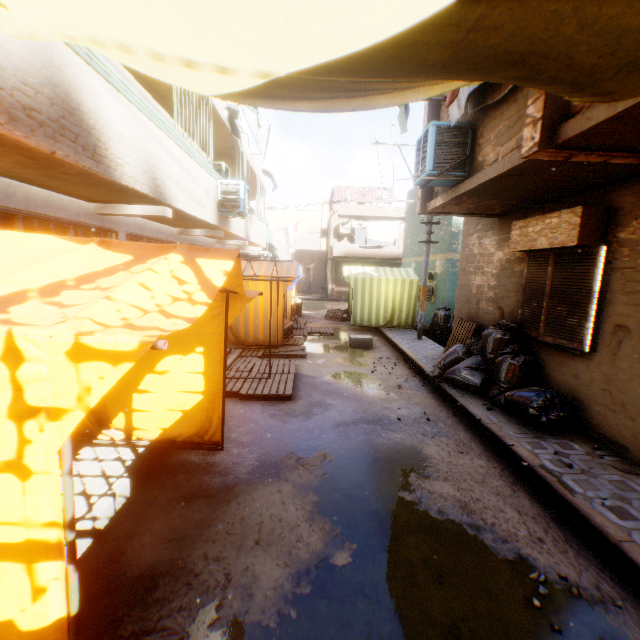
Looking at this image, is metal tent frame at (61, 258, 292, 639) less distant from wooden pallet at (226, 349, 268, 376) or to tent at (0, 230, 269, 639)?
tent at (0, 230, 269, 639)

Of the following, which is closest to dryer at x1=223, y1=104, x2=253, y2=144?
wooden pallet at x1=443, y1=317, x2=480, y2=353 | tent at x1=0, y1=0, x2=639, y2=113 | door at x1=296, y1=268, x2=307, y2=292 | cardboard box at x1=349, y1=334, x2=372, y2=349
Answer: tent at x1=0, y1=0, x2=639, y2=113

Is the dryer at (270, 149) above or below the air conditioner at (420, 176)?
above

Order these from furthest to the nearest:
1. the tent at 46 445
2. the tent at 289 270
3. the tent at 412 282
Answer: the tent at 412 282 → the tent at 289 270 → the tent at 46 445

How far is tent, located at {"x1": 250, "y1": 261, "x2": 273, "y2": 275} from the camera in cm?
957

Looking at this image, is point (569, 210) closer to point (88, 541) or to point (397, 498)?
point (397, 498)

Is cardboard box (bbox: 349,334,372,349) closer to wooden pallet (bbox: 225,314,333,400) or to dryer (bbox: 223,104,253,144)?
wooden pallet (bbox: 225,314,333,400)

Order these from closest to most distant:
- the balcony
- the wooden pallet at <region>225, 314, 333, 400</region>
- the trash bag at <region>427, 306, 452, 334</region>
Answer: the wooden pallet at <region>225, 314, 333, 400</region>
the trash bag at <region>427, 306, 452, 334</region>
the balcony
